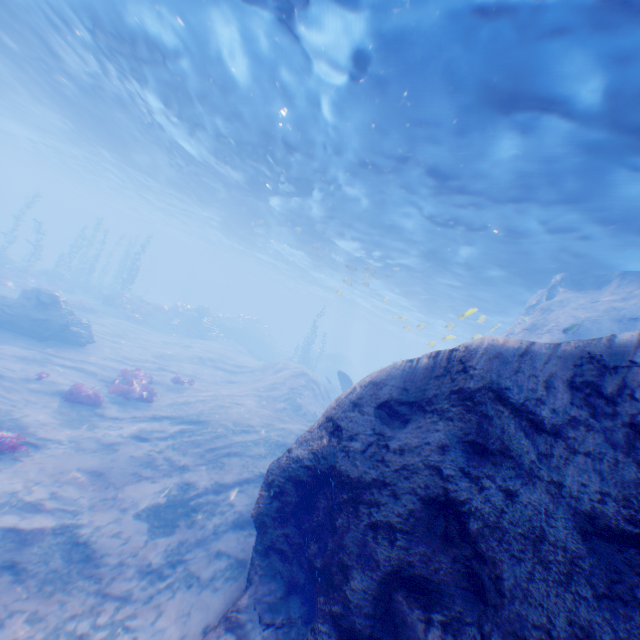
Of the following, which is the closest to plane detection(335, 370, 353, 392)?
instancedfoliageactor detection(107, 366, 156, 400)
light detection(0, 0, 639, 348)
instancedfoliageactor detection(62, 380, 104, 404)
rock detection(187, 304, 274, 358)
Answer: light detection(0, 0, 639, 348)

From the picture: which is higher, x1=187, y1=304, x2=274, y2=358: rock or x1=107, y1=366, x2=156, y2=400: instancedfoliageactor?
x1=187, y1=304, x2=274, y2=358: rock

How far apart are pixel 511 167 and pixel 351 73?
5.61m

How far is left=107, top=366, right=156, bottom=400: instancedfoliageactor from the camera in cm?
1311

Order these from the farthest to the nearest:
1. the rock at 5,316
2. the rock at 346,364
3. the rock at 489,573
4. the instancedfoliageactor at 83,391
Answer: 1. the rock at 346,364
2. the rock at 5,316
3. the instancedfoliageactor at 83,391
4. the rock at 489,573

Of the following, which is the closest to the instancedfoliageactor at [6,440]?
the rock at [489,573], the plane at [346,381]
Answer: the rock at [489,573]

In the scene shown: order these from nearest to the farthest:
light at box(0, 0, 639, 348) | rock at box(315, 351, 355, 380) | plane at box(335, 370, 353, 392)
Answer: light at box(0, 0, 639, 348), plane at box(335, 370, 353, 392), rock at box(315, 351, 355, 380)

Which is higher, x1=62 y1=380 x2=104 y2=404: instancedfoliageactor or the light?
the light
